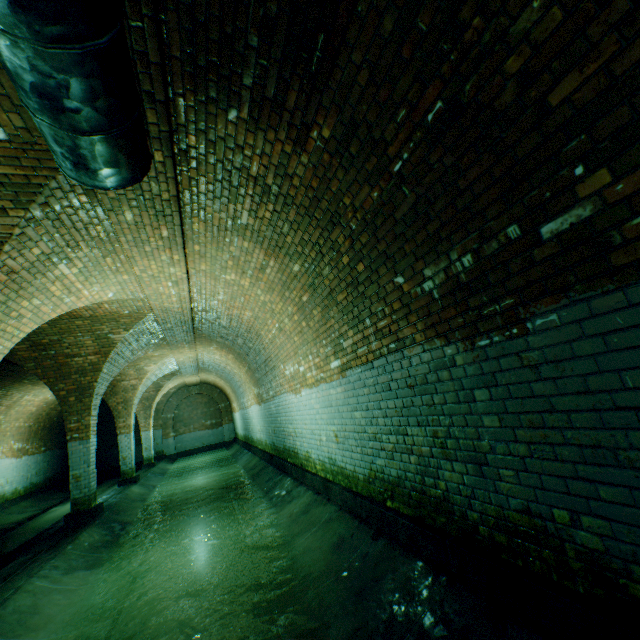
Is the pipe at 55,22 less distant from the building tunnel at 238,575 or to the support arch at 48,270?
the building tunnel at 238,575

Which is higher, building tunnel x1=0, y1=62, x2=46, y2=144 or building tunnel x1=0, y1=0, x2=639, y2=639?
building tunnel x1=0, y1=62, x2=46, y2=144

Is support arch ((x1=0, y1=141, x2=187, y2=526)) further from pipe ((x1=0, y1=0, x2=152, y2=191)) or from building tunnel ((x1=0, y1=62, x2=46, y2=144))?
pipe ((x1=0, y1=0, x2=152, y2=191))

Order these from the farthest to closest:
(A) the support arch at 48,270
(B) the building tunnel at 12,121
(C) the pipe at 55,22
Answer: (A) the support arch at 48,270 → (B) the building tunnel at 12,121 → (C) the pipe at 55,22

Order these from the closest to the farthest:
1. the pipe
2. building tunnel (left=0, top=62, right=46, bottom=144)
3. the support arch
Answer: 1. the pipe
2. building tunnel (left=0, top=62, right=46, bottom=144)
3. the support arch

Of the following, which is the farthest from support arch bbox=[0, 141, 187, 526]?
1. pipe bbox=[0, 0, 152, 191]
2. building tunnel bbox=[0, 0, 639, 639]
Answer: pipe bbox=[0, 0, 152, 191]

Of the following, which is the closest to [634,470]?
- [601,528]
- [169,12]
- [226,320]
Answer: [601,528]
